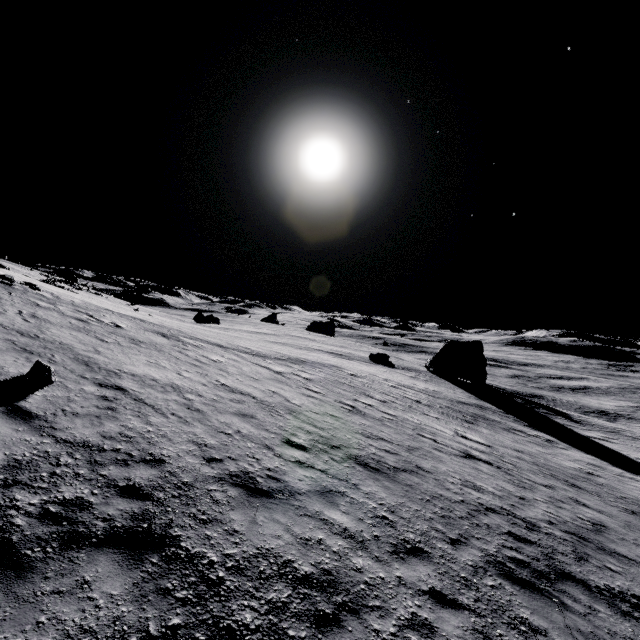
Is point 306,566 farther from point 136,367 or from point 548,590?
point 136,367

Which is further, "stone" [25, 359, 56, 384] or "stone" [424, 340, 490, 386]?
"stone" [424, 340, 490, 386]

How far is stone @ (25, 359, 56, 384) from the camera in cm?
827

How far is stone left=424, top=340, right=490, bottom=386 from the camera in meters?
43.7

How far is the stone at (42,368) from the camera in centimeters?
827cm

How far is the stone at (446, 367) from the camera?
43.7 meters
